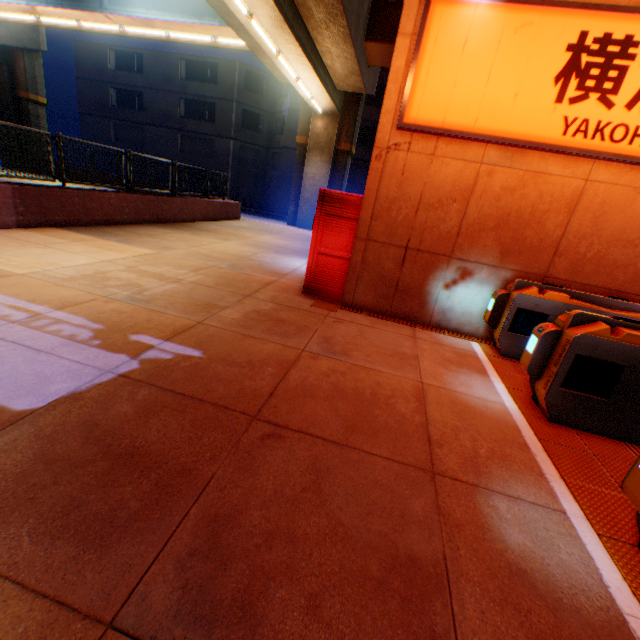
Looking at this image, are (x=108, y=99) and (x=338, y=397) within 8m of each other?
no

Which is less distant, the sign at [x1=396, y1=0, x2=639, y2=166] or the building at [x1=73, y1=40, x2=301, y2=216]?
the sign at [x1=396, y1=0, x2=639, y2=166]

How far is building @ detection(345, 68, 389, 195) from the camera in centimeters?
2612cm

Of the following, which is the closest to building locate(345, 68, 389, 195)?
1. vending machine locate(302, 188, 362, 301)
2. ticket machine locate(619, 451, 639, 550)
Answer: vending machine locate(302, 188, 362, 301)

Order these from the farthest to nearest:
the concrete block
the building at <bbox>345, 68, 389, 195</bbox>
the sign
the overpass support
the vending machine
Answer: the building at <bbox>345, 68, 389, 195</bbox> < the overpass support < the concrete block < the vending machine < the sign

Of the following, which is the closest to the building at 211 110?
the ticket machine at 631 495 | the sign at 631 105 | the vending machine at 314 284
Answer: the vending machine at 314 284

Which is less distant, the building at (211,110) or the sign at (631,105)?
the sign at (631,105)
